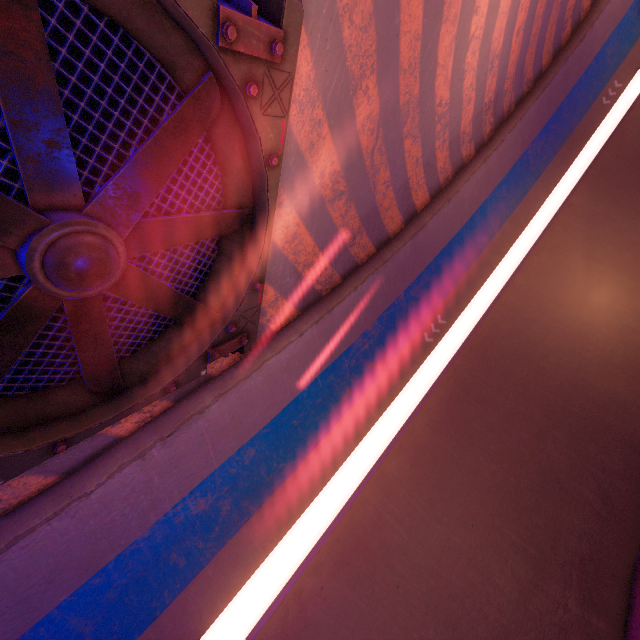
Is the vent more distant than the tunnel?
No

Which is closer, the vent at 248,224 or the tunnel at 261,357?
the vent at 248,224

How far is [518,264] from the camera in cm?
1460
